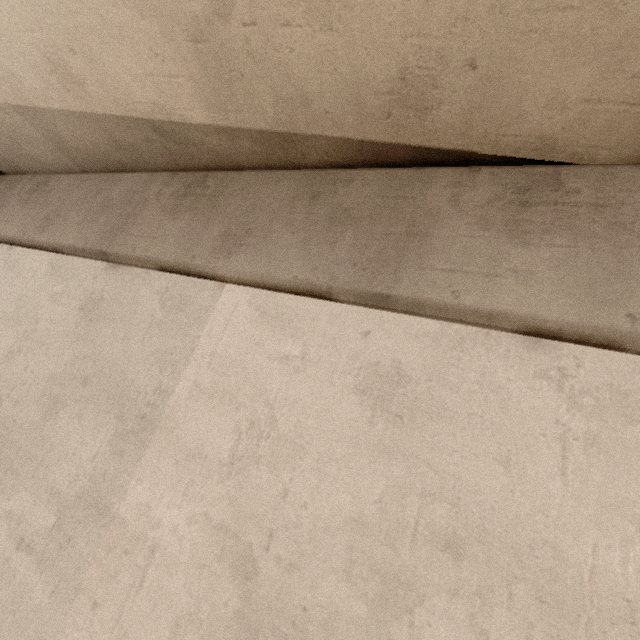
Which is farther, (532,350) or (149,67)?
(149,67)
